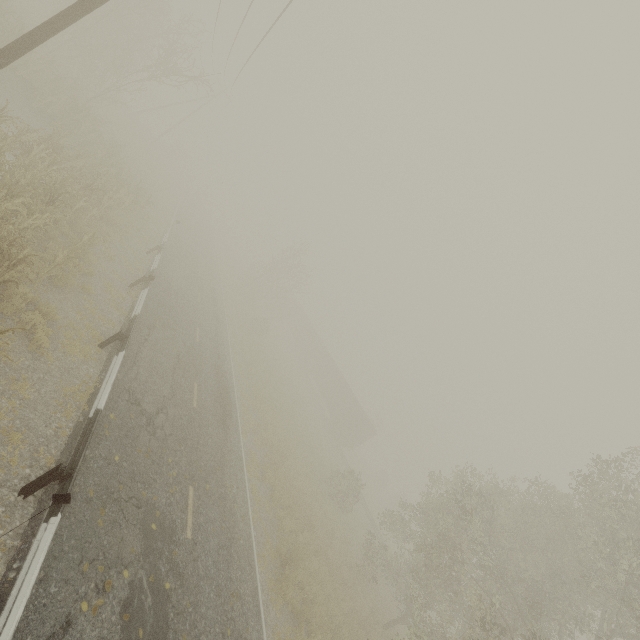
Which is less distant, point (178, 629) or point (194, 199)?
point (178, 629)

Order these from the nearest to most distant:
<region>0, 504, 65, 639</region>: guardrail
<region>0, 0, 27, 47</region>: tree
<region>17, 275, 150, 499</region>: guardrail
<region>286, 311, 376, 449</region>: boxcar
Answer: <region>0, 504, 65, 639</region>: guardrail, <region>17, 275, 150, 499</region>: guardrail, <region>0, 0, 27, 47</region>: tree, <region>286, 311, 376, 449</region>: boxcar

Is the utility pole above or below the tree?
above

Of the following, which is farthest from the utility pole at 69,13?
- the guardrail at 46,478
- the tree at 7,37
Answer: the tree at 7,37

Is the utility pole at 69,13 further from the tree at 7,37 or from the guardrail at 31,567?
the tree at 7,37

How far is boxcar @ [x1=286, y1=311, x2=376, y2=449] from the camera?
38.4m

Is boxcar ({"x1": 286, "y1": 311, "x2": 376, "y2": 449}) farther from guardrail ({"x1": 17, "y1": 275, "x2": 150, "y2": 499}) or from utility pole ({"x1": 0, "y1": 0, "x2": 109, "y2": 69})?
utility pole ({"x1": 0, "y1": 0, "x2": 109, "y2": 69})
